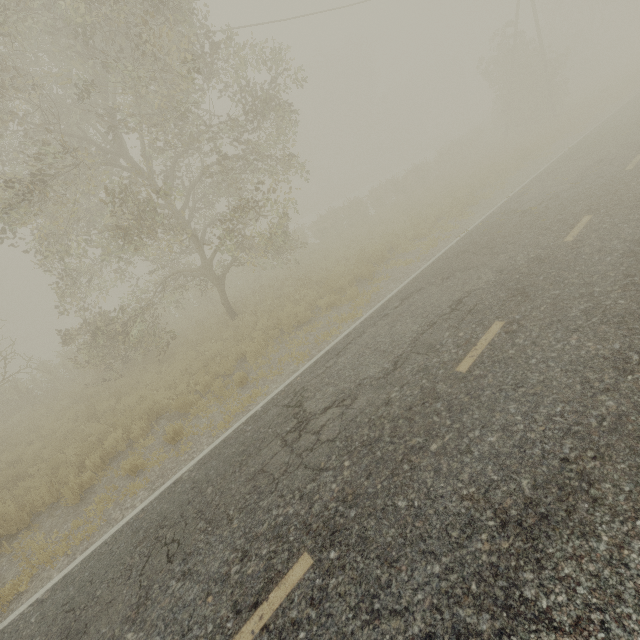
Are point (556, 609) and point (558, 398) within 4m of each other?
yes

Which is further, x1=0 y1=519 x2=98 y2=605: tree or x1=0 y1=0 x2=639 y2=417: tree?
x1=0 y1=0 x2=639 y2=417: tree

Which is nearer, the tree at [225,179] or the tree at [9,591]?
the tree at [9,591]

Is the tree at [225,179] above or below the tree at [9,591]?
above

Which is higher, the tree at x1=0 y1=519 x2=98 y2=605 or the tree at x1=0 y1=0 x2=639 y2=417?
the tree at x1=0 y1=0 x2=639 y2=417
